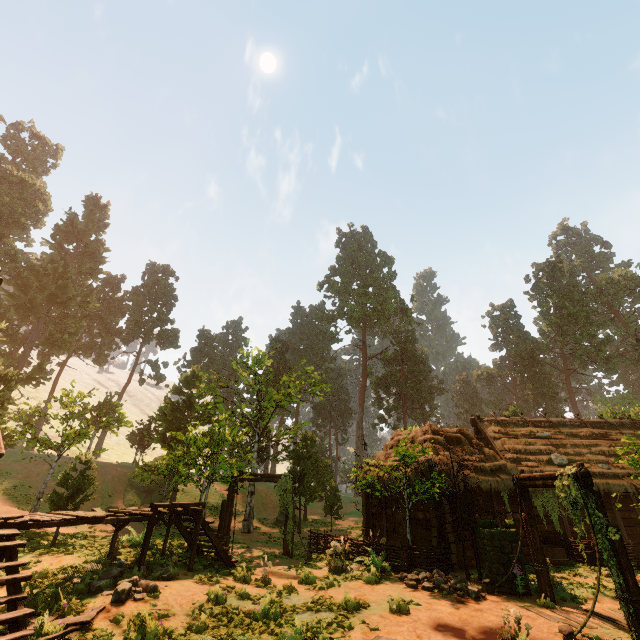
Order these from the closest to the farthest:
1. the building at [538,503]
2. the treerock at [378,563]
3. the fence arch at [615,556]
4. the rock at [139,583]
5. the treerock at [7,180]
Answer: the fence arch at [615,556], the rock at [139,583], the treerock at [378,563], the building at [538,503], the treerock at [7,180]

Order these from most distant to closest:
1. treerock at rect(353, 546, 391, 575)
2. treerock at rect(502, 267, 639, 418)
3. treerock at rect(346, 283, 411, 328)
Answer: treerock at rect(346, 283, 411, 328) → treerock at rect(502, 267, 639, 418) → treerock at rect(353, 546, 391, 575)

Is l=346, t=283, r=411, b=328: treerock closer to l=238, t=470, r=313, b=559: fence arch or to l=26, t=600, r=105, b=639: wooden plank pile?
l=238, t=470, r=313, b=559: fence arch

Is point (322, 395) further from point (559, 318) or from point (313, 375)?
point (559, 318)

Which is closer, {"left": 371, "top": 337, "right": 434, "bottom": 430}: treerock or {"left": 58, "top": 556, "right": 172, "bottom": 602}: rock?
{"left": 58, "top": 556, "right": 172, "bottom": 602}: rock

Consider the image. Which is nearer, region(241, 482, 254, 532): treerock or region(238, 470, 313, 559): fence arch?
region(238, 470, 313, 559): fence arch

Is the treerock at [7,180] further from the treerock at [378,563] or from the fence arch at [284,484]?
the treerock at [378,563]

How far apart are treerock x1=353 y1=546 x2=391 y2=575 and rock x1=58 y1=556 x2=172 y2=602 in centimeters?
705cm
